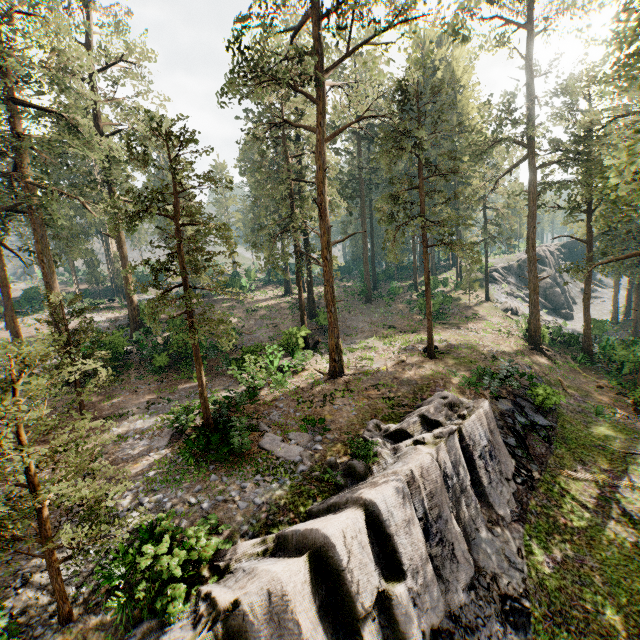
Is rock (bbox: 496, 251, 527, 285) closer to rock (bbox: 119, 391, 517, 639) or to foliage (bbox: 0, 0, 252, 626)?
foliage (bbox: 0, 0, 252, 626)

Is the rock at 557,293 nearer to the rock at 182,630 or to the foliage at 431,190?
the foliage at 431,190

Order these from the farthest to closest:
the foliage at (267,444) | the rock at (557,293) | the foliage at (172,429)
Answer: the rock at (557,293) → the foliage at (172,429) → the foliage at (267,444)

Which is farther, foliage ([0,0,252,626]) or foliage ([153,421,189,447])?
foliage ([153,421,189,447])

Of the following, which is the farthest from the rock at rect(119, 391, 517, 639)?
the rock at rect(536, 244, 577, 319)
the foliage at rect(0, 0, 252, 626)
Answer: the rock at rect(536, 244, 577, 319)

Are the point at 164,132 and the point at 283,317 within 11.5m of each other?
no
